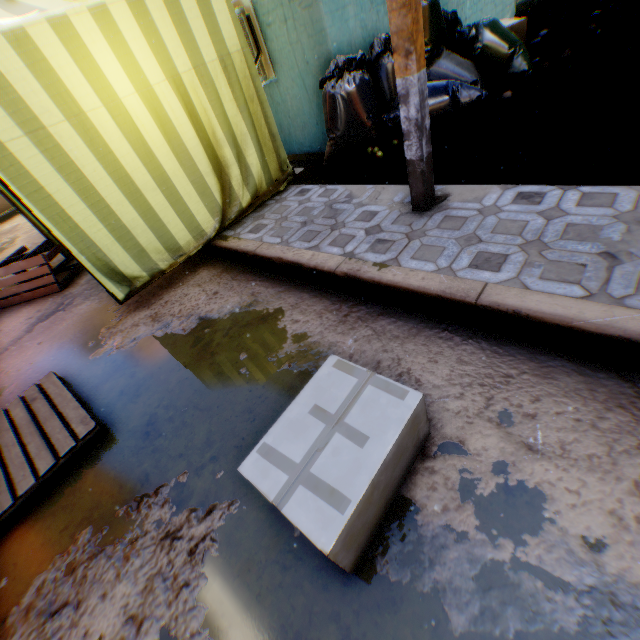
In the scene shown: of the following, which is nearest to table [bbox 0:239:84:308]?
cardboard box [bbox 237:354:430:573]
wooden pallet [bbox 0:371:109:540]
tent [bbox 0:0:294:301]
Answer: tent [bbox 0:0:294:301]

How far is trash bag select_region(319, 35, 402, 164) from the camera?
3.87m

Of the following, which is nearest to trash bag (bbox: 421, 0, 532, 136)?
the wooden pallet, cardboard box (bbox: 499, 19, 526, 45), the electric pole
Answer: the electric pole

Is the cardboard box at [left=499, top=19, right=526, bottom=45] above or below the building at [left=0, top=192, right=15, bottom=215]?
above

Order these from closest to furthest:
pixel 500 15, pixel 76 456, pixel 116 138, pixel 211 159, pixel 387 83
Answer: pixel 76 456
pixel 116 138
pixel 211 159
pixel 387 83
pixel 500 15

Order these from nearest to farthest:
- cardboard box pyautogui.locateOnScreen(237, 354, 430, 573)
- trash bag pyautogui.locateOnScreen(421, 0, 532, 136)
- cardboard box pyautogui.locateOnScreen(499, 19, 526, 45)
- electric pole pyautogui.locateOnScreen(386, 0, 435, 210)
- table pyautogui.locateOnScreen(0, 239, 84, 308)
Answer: cardboard box pyautogui.locateOnScreen(237, 354, 430, 573), electric pole pyautogui.locateOnScreen(386, 0, 435, 210), trash bag pyautogui.locateOnScreen(421, 0, 532, 136), table pyautogui.locateOnScreen(0, 239, 84, 308), cardboard box pyautogui.locateOnScreen(499, 19, 526, 45)

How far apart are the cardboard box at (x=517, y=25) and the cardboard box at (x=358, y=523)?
7.0m

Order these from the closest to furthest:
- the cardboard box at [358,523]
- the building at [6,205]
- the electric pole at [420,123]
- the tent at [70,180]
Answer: the cardboard box at [358,523], the electric pole at [420,123], the tent at [70,180], the building at [6,205]
